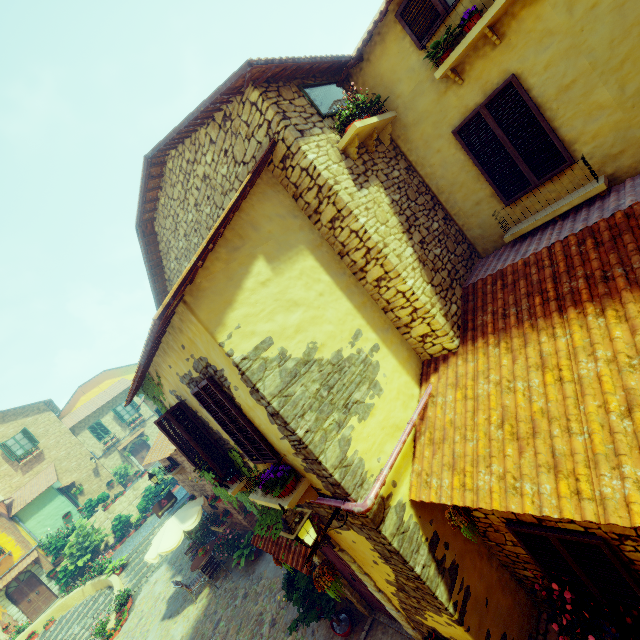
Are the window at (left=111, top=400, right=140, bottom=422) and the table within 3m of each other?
no

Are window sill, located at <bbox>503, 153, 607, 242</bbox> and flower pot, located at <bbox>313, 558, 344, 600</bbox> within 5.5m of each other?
no

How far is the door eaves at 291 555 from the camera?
5.2m

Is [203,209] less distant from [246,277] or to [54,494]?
[246,277]

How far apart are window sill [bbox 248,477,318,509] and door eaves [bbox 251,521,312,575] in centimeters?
59cm

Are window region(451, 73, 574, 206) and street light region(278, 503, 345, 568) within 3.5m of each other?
no

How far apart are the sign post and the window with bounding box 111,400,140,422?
18.68m

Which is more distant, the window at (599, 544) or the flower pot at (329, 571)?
the flower pot at (329, 571)
